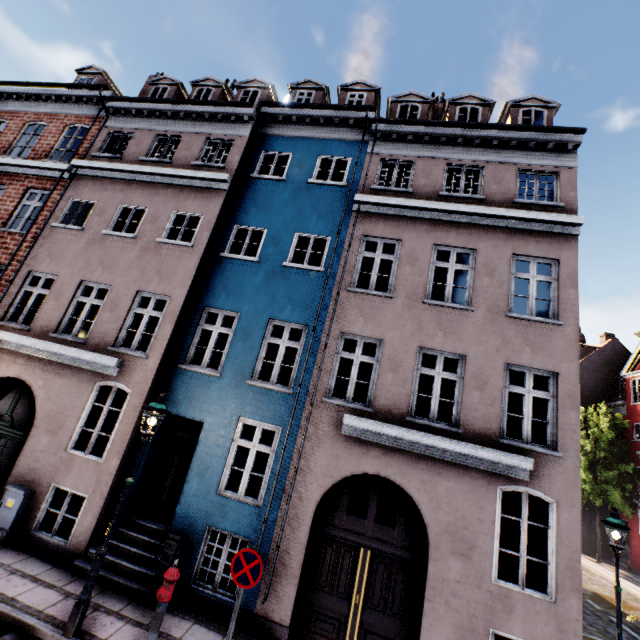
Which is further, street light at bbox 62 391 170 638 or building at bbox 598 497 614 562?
building at bbox 598 497 614 562

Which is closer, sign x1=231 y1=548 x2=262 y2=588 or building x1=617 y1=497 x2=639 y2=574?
sign x1=231 y1=548 x2=262 y2=588

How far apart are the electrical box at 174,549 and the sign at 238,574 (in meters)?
2.08

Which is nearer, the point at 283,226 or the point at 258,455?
the point at 283,226

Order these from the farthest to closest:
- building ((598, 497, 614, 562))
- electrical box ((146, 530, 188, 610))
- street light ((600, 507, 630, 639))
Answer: building ((598, 497, 614, 562)) → street light ((600, 507, 630, 639)) → electrical box ((146, 530, 188, 610))

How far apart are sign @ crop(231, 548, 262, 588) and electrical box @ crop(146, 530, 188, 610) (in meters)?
2.08

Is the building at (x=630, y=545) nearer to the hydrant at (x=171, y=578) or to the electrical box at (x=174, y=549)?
the electrical box at (x=174, y=549)

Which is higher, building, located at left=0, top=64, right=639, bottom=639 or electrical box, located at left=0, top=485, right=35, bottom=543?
building, located at left=0, top=64, right=639, bottom=639
